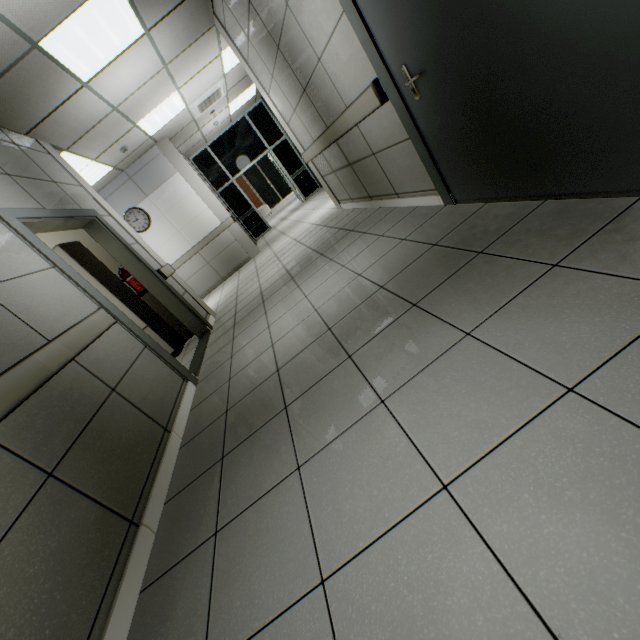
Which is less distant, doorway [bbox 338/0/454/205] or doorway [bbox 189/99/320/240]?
doorway [bbox 338/0/454/205]

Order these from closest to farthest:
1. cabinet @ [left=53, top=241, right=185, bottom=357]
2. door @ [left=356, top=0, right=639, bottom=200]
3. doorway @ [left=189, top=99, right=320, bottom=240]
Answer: door @ [left=356, top=0, right=639, bottom=200] → cabinet @ [left=53, top=241, right=185, bottom=357] → doorway @ [left=189, top=99, right=320, bottom=240]

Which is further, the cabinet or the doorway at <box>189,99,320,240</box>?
the doorway at <box>189,99,320,240</box>

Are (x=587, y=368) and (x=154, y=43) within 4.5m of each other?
no

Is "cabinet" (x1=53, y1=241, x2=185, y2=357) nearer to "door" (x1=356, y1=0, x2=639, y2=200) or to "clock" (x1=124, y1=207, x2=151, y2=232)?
"clock" (x1=124, y1=207, x2=151, y2=232)

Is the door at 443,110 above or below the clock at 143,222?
below

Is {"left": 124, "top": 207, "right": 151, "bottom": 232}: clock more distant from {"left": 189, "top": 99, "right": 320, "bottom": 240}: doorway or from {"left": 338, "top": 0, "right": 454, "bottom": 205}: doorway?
{"left": 338, "top": 0, "right": 454, "bottom": 205}: doorway

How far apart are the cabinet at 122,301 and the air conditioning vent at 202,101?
4.0m
